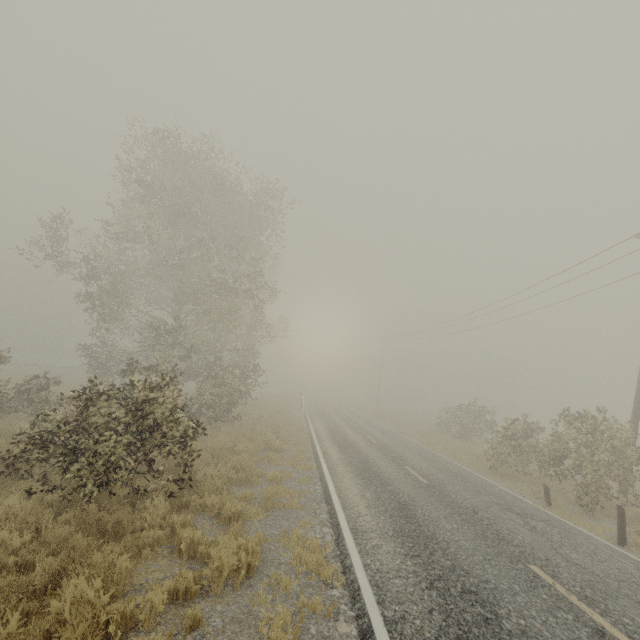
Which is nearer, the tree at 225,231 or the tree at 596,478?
the tree at 225,231

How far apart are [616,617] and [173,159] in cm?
2514

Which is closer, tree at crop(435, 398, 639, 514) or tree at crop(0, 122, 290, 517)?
tree at crop(0, 122, 290, 517)
